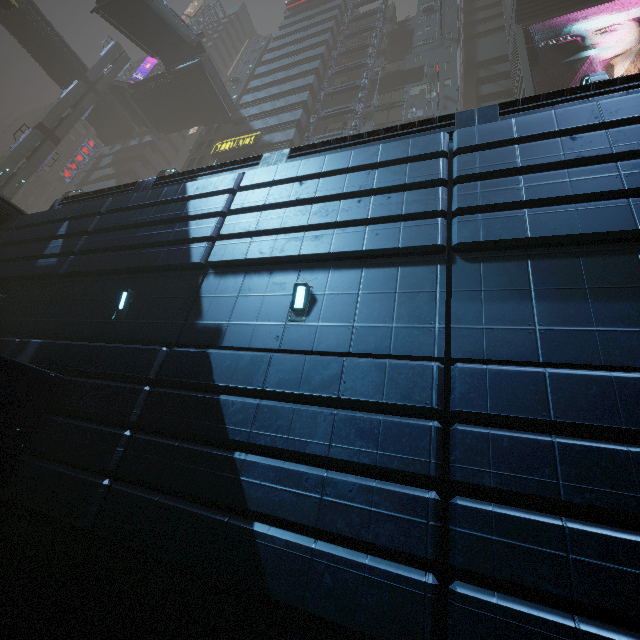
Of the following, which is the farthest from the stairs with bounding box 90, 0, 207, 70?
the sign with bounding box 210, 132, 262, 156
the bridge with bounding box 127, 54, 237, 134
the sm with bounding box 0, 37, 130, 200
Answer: the sm with bounding box 0, 37, 130, 200

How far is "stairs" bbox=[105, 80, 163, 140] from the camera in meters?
37.1 m

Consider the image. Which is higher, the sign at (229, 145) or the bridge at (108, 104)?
the bridge at (108, 104)

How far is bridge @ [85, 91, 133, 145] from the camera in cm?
4134

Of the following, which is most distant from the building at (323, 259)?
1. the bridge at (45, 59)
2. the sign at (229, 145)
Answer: the bridge at (45, 59)

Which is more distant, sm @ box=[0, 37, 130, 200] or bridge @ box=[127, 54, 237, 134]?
bridge @ box=[127, 54, 237, 134]

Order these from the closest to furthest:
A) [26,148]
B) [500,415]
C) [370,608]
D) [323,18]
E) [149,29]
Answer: [370,608], [500,415], [149,29], [26,148], [323,18]

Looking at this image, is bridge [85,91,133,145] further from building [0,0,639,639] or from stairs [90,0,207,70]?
stairs [90,0,207,70]
